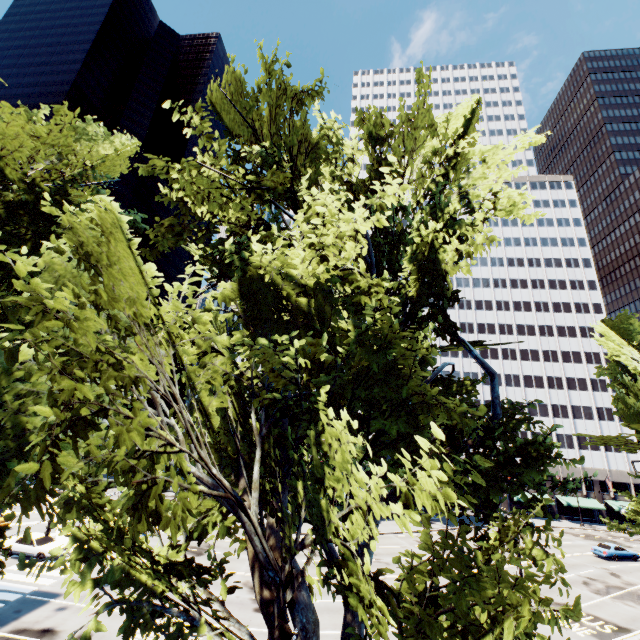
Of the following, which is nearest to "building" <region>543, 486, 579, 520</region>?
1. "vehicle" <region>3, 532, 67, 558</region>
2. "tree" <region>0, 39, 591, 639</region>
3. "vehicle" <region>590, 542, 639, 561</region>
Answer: "tree" <region>0, 39, 591, 639</region>

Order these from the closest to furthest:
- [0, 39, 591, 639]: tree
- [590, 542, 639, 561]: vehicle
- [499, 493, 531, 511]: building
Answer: [0, 39, 591, 639]: tree < [590, 542, 639, 561]: vehicle < [499, 493, 531, 511]: building

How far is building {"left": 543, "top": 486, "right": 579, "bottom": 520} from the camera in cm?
5584

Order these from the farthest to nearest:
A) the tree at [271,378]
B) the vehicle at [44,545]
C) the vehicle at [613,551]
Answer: the vehicle at [613,551] → the vehicle at [44,545] → the tree at [271,378]

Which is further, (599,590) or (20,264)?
(599,590)

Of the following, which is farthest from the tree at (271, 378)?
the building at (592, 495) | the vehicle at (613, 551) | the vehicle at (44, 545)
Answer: the vehicle at (613, 551)

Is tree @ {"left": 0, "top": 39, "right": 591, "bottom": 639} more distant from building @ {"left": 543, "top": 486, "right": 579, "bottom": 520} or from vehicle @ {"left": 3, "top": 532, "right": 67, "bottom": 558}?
vehicle @ {"left": 3, "top": 532, "right": 67, "bottom": 558}
